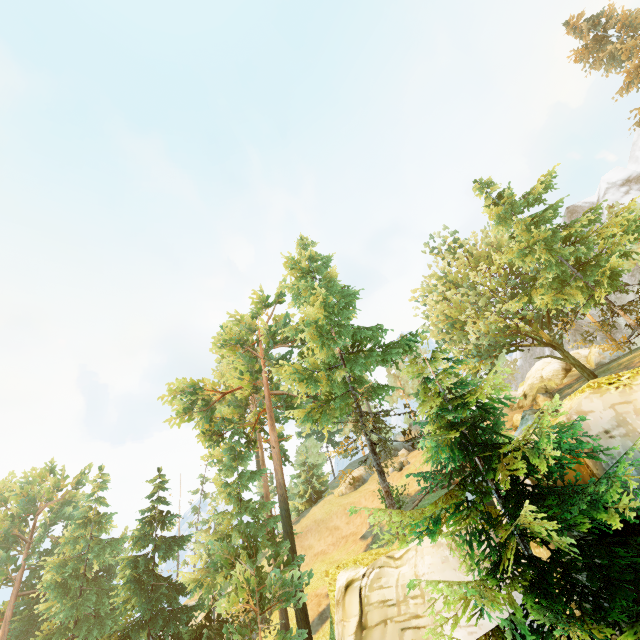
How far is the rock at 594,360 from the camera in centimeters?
3198cm

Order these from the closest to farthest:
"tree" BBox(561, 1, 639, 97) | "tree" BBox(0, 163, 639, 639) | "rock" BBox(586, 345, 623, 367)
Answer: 1. "tree" BBox(0, 163, 639, 639)
2. "tree" BBox(561, 1, 639, 97)
3. "rock" BBox(586, 345, 623, 367)

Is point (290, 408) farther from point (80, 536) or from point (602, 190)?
point (602, 190)

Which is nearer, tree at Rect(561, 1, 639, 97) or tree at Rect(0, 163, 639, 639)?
tree at Rect(0, 163, 639, 639)

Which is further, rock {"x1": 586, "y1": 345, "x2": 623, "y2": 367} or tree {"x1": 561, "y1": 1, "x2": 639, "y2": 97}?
rock {"x1": 586, "y1": 345, "x2": 623, "y2": 367}

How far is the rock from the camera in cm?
3198

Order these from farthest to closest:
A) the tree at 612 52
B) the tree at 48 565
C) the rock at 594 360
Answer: the rock at 594 360
the tree at 612 52
the tree at 48 565
